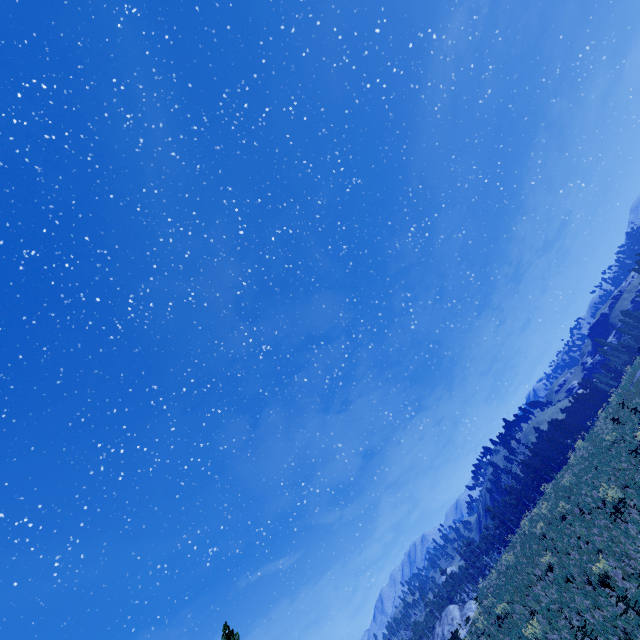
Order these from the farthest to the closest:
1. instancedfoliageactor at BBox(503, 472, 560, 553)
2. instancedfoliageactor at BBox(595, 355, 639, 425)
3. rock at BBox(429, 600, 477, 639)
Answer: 1. rock at BBox(429, 600, 477, 639)
2. instancedfoliageactor at BBox(503, 472, 560, 553)
3. instancedfoliageactor at BBox(595, 355, 639, 425)

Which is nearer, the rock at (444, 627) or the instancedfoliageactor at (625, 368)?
the instancedfoliageactor at (625, 368)

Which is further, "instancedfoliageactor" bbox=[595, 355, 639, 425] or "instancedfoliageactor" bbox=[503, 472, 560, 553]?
"instancedfoliageactor" bbox=[503, 472, 560, 553]

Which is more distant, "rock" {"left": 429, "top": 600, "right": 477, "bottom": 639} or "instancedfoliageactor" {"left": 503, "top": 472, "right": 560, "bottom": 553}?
"rock" {"left": 429, "top": 600, "right": 477, "bottom": 639}

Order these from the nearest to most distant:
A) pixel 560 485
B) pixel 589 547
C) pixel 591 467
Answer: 1. pixel 589 547
2. pixel 591 467
3. pixel 560 485

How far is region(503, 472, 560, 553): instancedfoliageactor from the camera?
29.37m

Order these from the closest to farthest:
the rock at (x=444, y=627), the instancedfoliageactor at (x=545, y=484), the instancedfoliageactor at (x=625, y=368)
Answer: the instancedfoliageactor at (x=625, y=368) < the instancedfoliageactor at (x=545, y=484) < the rock at (x=444, y=627)
